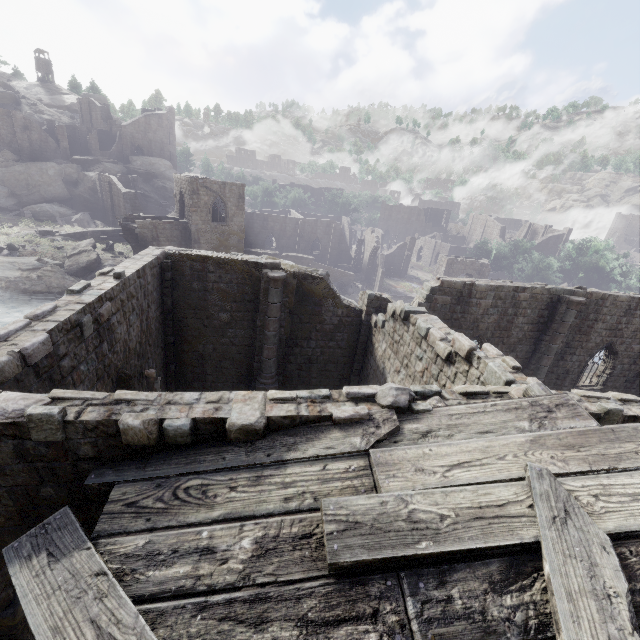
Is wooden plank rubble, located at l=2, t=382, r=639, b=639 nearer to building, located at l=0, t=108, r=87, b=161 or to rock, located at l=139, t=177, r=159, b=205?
rock, located at l=139, t=177, r=159, b=205

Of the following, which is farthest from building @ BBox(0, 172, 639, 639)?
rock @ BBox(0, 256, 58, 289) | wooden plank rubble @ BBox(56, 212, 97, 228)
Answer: wooden plank rubble @ BBox(56, 212, 97, 228)

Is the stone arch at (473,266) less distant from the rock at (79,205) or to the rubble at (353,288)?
the rubble at (353,288)

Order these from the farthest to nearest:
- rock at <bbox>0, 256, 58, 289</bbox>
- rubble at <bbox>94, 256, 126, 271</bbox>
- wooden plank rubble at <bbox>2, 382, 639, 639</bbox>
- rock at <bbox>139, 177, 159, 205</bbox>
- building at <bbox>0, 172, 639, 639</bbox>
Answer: rock at <bbox>139, 177, 159, 205</bbox> < rubble at <bbox>94, 256, 126, 271</bbox> < rock at <bbox>0, 256, 58, 289</bbox> < building at <bbox>0, 172, 639, 639</bbox> < wooden plank rubble at <bbox>2, 382, 639, 639</bbox>

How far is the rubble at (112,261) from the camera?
33.04m

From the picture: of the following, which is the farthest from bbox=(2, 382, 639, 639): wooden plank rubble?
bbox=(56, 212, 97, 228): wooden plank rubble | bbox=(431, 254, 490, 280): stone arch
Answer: bbox=(56, 212, 97, 228): wooden plank rubble

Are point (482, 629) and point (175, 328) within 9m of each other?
no

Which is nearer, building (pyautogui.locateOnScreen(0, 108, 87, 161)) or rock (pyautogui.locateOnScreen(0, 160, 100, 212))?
rock (pyautogui.locateOnScreen(0, 160, 100, 212))
